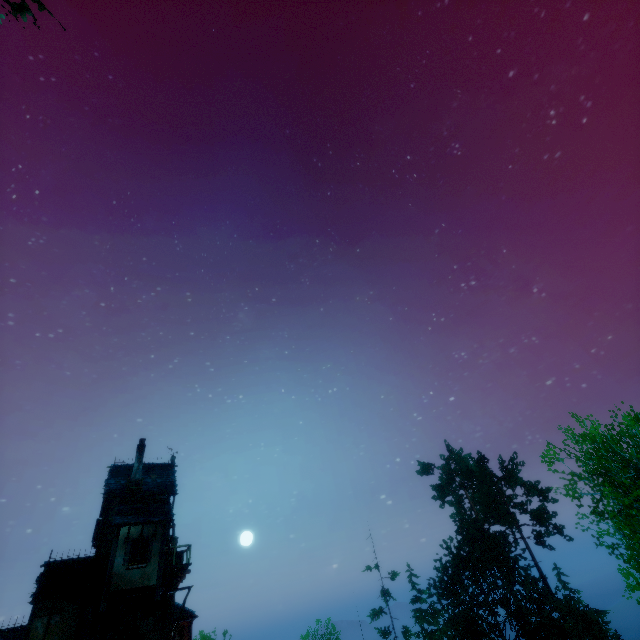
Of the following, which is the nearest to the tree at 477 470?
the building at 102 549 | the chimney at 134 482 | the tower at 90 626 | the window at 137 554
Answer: the building at 102 549

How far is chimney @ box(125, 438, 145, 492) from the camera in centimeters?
1984cm

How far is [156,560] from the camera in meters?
16.7 m

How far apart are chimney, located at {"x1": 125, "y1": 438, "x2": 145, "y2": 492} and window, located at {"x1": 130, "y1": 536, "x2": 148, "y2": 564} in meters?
3.3

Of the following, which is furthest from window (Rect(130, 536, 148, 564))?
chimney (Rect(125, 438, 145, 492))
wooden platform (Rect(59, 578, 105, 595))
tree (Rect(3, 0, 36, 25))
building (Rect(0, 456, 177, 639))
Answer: tree (Rect(3, 0, 36, 25))

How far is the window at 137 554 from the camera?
16.30m

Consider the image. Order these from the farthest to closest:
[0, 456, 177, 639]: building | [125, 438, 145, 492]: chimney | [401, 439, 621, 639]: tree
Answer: [401, 439, 621, 639]: tree < [125, 438, 145, 492]: chimney < [0, 456, 177, 639]: building

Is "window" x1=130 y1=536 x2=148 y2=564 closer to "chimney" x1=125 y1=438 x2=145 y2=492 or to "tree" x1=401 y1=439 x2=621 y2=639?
"chimney" x1=125 y1=438 x2=145 y2=492
